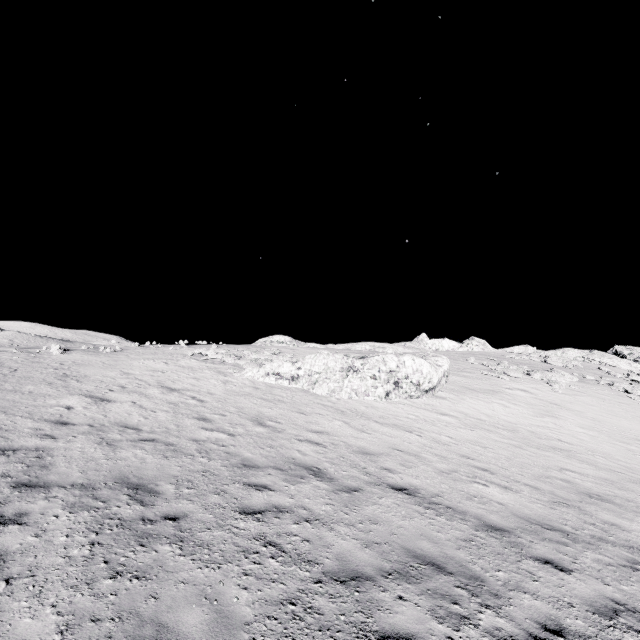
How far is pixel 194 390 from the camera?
15.1 meters
